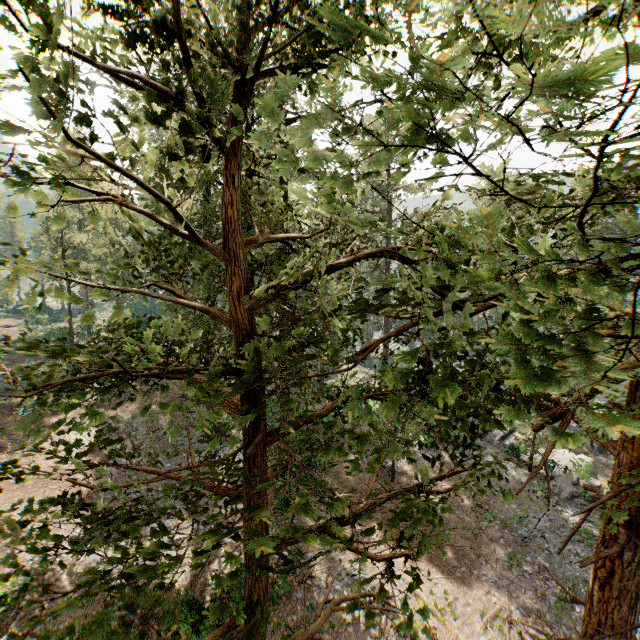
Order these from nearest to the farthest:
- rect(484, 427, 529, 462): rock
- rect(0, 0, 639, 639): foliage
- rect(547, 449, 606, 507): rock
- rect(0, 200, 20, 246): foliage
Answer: rect(0, 0, 639, 639): foliage → rect(0, 200, 20, 246): foliage → rect(547, 449, 606, 507): rock → rect(484, 427, 529, 462): rock

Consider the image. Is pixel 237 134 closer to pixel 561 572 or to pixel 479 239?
pixel 479 239

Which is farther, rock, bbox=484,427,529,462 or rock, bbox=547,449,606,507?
rock, bbox=484,427,529,462

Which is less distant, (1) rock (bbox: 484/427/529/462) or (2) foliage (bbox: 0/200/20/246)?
(2) foliage (bbox: 0/200/20/246)

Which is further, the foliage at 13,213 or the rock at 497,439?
the rock at 497,439

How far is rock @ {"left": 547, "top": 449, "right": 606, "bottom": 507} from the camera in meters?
23.3
